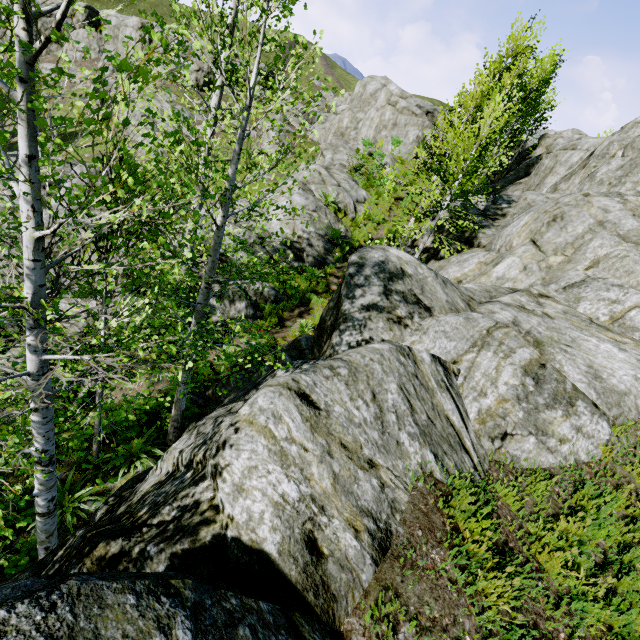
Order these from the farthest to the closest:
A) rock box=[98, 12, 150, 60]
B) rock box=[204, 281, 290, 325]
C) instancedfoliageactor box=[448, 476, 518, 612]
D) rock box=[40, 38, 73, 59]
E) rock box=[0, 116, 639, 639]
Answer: rock box=[40, 38, 73, 59]
rock box=[98, 12, 150, 60]
rock box=[204, 281, 290, 325]
instancedfoliageactor box=[448, 476, 518, 612]
rock box=[0, 116, 639, 639]

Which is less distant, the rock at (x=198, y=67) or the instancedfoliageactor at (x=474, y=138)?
the instancedfoliageactor at (x=474, y=138)

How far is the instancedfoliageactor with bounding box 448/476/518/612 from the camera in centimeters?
263cm

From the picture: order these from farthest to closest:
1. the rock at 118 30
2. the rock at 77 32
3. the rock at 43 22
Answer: the rock at 77 32
the rock at 43 22
the rock at 118 30

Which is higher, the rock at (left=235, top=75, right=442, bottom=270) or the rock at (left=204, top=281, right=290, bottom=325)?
the rock at (left=235, top=75, right=442, bottom=270)

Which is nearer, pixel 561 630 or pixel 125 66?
pixel 125 66

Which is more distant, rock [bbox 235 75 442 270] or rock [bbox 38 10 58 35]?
rock [bbox 38 10 58 35]
